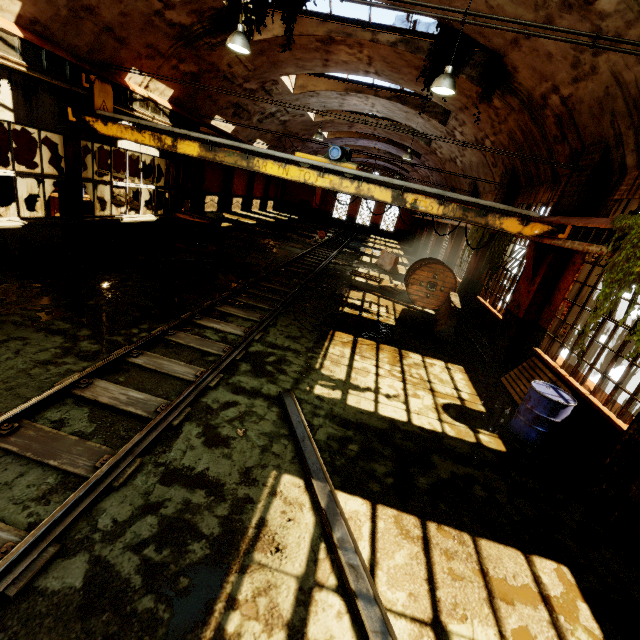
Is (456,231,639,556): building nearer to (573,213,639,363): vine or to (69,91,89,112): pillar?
(573,213,639,363): vine

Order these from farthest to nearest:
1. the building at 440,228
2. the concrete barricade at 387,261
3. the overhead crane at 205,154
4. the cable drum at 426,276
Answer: the concrete barricade at 387,261 < the building at 440,228 < the cable drum at 426,276 < the overhead crane at 205,154

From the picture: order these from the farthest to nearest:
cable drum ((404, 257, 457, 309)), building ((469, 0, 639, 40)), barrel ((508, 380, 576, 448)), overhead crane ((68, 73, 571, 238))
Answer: cable drum ((404, 257, 457, 309)), overhead crane ((68, 73, 571, 238)), barrel ((508, 380, 576, 448)), building ((469, 0, 639, 40))

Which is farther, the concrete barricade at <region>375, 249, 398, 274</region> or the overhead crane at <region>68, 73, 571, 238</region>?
the concrete barricade at <region>375, 249, 398, 274</region>

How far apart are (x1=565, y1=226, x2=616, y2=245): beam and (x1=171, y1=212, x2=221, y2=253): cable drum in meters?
11.7

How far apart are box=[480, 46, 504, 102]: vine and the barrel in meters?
7.2 m

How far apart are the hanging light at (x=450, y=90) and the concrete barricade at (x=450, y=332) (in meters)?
5.28

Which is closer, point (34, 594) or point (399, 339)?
point (34, 594)
